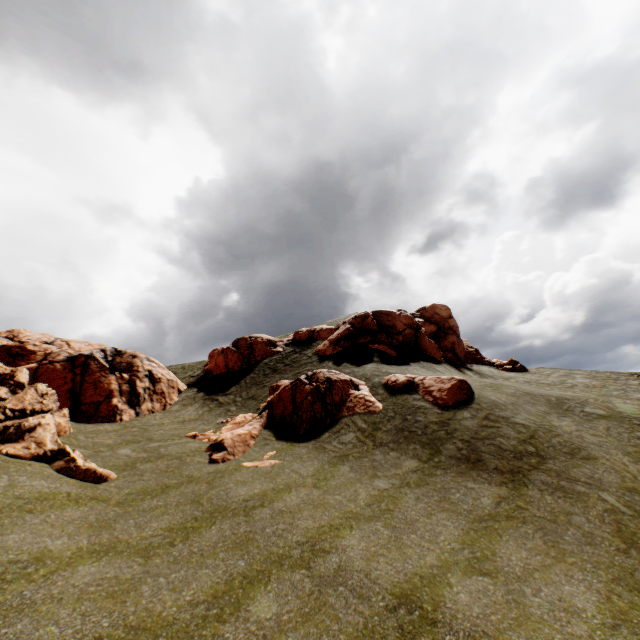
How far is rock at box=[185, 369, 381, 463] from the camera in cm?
1644

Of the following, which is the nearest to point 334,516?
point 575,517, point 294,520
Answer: point 294,520

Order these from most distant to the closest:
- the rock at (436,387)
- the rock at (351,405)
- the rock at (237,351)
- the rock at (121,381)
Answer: the rock at (237,351)
the rock at (436,387)
the rock at (351,405)
the rock at (121,381)

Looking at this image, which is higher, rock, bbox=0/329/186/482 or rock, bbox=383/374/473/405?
rock, bbox=0/329/186/482

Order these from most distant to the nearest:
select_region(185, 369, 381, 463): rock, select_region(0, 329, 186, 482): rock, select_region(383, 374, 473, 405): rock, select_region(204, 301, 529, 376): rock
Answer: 1. select_region(204, 301, 529, 376): rock
2. select_region(383, 374, 473, 405): rock
3. select_region(185, 369, 381, 463): rock
4. select_region(0, 329, 186, 482): rock

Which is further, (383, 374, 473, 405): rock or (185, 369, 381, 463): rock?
(383, 374, 473, 405): rock

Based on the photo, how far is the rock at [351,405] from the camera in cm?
1644
